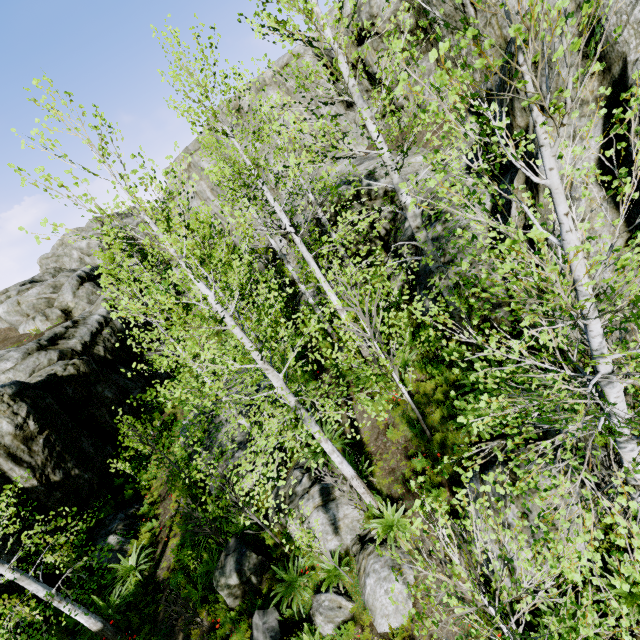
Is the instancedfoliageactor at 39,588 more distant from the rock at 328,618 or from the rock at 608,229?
the rock at 328,618

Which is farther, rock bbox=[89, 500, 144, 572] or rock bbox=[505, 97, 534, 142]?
rock bbox=[89, 500, 144, 572]

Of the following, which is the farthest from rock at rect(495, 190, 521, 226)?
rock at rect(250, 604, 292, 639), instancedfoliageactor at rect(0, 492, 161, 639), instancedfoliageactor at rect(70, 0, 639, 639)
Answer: rock at rect(250, 604, 292, 639)

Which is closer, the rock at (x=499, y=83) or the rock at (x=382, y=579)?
the rock at (x=382, y=579)

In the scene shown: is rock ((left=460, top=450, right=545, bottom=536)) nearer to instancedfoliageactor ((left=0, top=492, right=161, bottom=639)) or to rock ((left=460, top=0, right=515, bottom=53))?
rock ((left=460, top=0, right=515, bottom=53))

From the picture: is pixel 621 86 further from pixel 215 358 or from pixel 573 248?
pixel 215 358
